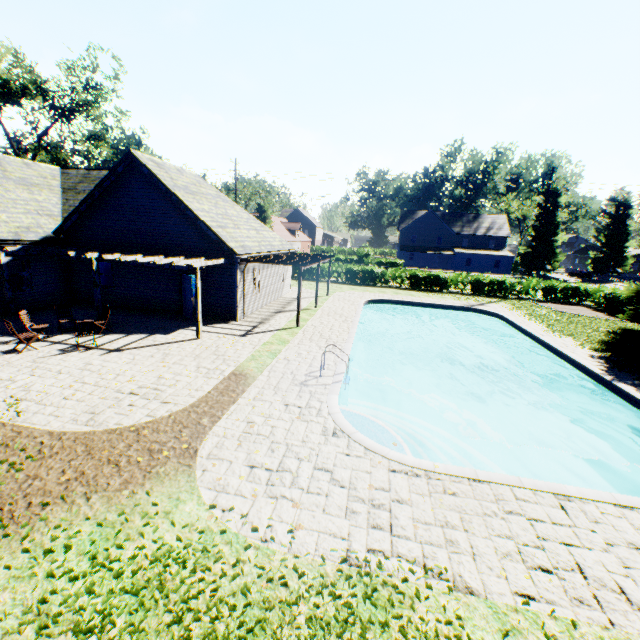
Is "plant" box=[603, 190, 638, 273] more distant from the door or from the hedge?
the door

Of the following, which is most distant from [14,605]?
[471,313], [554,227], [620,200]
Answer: [620,200]

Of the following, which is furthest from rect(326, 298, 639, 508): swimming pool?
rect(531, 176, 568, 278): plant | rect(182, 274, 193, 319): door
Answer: rect(182, 274, 193, 319): door

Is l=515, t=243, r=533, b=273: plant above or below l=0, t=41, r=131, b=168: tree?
below

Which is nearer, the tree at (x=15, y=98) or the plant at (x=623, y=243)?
the tree at (x=15, y=98)

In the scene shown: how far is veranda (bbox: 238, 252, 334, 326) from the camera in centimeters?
1566cm

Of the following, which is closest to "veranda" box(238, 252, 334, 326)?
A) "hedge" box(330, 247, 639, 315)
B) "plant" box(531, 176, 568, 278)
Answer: "plant" box(531, 176, 568, 278)

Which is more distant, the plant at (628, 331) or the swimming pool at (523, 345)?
the plant at (628, 331)
